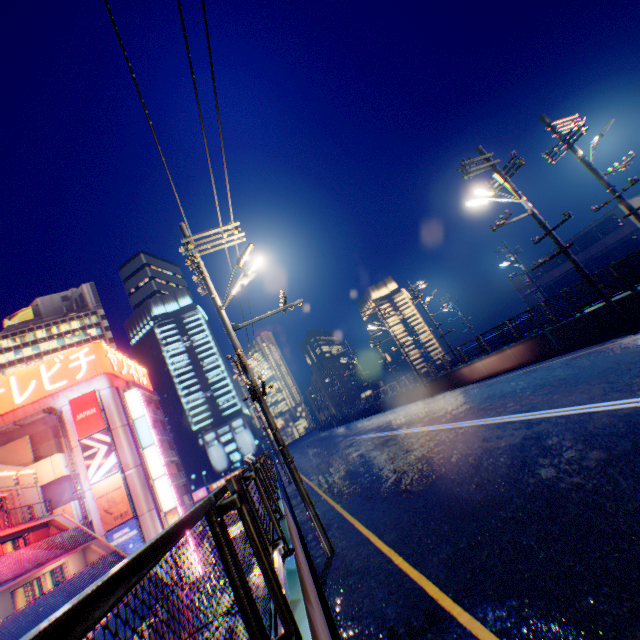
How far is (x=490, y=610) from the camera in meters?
3.6 m

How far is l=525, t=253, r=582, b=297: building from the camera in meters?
39.8

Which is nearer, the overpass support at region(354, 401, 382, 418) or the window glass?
the window glass

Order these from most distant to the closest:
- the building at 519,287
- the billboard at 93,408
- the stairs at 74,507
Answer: the building at 519,287 → the billboard at 93,408 → the stairs at 74,507

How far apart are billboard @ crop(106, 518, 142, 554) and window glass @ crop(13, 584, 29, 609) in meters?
8.9 m

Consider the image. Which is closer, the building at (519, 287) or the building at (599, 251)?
the building at (599, 251)

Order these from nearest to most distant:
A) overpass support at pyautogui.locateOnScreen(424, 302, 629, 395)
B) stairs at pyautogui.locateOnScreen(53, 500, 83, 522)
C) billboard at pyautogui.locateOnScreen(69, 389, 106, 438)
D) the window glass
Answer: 1. overpass support at pyautogui.locateOnScreen(424, 302, 629, 395)
2. the window glass
3. stairs at pyautogui.locateOnScreen(53, 500, 83, 522)
4. billboard at pyautogui.locateOnScreen(69, 389, 106, 438)
